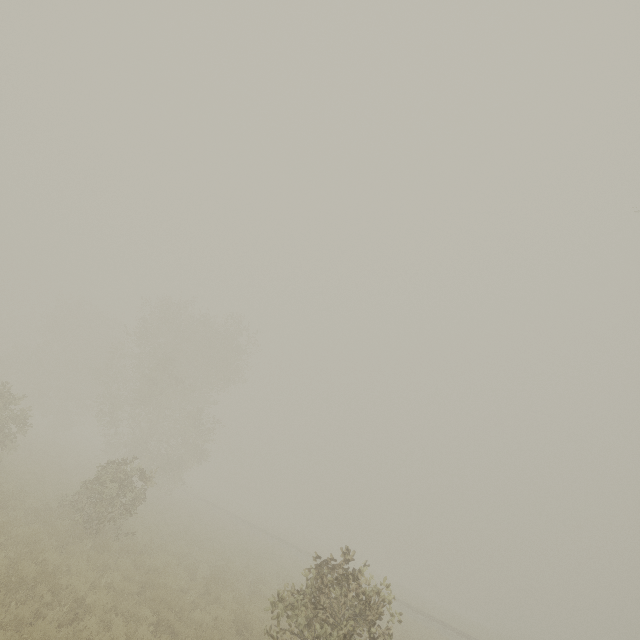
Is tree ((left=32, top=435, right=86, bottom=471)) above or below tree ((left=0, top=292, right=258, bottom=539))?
below

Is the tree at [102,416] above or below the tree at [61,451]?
above

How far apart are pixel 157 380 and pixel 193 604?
23.7 meters

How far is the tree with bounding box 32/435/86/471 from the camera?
26.8m

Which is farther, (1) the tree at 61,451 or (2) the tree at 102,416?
(1) the tree at 61,451

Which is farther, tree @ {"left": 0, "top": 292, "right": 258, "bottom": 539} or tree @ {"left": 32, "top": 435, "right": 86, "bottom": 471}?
tree @ {"left": 32, "top": 435, "right": 86, "bottom": 471}
